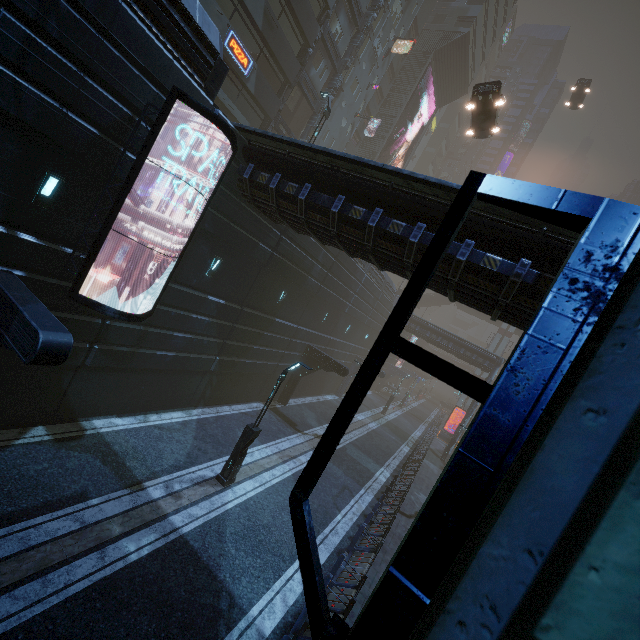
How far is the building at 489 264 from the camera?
7.4 meters

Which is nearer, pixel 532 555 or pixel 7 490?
pixel 532 555

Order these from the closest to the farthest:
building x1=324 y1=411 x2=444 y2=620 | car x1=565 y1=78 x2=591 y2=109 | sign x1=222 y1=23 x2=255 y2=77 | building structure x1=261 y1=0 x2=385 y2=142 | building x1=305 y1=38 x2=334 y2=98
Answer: building x1=324 y1=411 x2=444 y2=620
sign x1=222 y1=23 x2=255 y2=77
building structure x1=261 y1=0 x2=385 y2=142
building x1=305 y1=38 x2=334 y2=98
car x1=565 y1=78 x2=591 y2=109

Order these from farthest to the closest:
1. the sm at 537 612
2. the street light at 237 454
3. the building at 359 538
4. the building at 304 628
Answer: the street light at 237 454 → the building at 359 538 → the building at 304 628 → the sm at 537 612

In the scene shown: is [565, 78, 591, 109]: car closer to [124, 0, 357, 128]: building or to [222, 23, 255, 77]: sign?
[124, 0, 357, 128]: building

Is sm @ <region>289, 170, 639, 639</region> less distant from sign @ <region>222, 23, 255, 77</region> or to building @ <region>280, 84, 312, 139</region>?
building @ <region>280, 84, 312, 139</region>

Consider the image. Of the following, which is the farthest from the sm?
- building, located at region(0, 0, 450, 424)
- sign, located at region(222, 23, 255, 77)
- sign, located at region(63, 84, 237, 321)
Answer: sign, located at region(222, 23, 255, 77)

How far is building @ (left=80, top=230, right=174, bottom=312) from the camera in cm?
981
